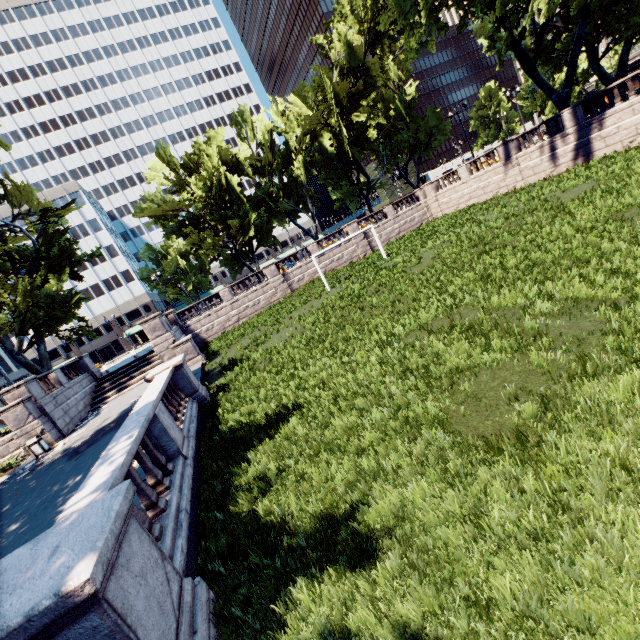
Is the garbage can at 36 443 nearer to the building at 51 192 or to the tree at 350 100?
the tree at 350 100

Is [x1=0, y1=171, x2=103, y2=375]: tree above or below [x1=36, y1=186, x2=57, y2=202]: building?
below

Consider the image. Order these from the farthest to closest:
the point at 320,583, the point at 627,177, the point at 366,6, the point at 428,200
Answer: the point at 428,200 < the point at 366,6 < the point at 627,177 < the point at 320,583

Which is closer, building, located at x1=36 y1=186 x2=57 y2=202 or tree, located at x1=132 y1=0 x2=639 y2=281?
tree, located at x1=132 y1=0 x2=639 y2=281

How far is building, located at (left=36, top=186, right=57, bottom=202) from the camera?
59.2 meters

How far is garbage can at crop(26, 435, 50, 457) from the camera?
16.9 meters

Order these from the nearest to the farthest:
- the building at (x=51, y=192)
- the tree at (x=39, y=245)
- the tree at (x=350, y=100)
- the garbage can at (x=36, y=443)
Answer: the garbage can at (x=36, y=443)
the tree at (x=39, y=245)
the tree at (x=350, y=100)
the building at (x=51, y=192)
